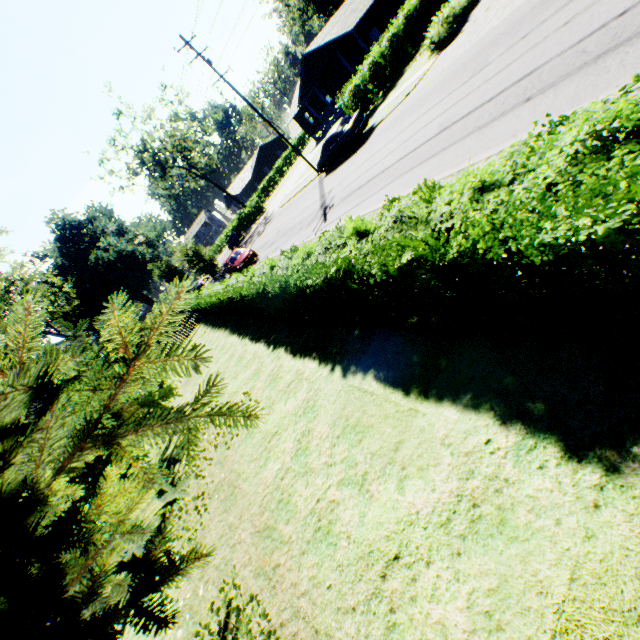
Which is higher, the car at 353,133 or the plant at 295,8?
the plant at 295,8

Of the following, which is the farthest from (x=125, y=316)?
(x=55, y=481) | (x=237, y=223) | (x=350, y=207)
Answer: (x=237, y=223)

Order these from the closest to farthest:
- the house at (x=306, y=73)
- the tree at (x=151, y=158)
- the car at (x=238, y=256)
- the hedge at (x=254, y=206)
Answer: the car at (x=238, y=256) < the house at (x=306, y=73) < the tree at (x=151, y=158) < the hedge at (x=254, y=206)

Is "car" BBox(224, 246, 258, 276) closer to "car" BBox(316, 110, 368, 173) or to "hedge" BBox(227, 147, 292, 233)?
"car" BBox(316, 110, 368, 173)

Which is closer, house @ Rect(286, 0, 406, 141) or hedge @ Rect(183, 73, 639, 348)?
hedge @ Rect(183, 73, 639, 348)

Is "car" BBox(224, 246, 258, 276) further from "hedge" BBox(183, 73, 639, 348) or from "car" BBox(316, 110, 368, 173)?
"hedge" BBox(183, 73, 639, 348)

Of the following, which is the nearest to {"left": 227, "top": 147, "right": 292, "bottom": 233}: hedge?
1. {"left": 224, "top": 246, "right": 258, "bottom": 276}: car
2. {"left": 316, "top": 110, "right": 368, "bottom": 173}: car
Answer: {"left": 224, "top": 246, "right": 258, "bottom": 276}: car

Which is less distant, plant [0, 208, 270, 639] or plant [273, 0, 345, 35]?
plant [0, 208, 270, 639]
